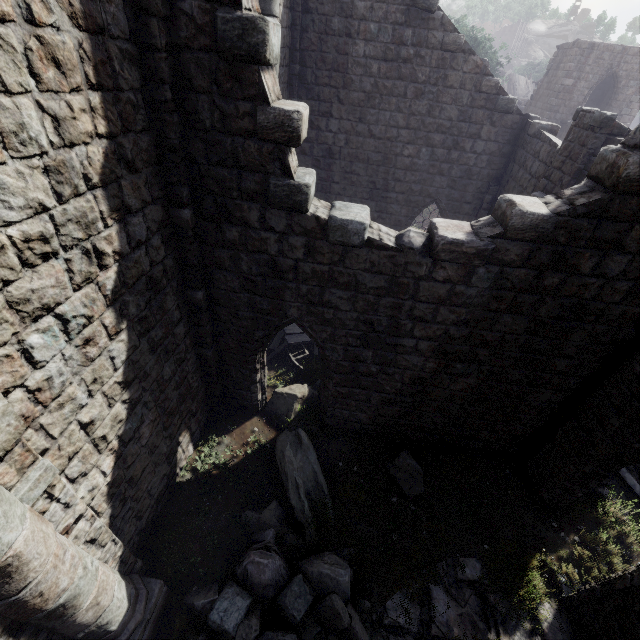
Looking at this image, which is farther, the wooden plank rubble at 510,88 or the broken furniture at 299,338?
the wooden plank rubble at 510,88

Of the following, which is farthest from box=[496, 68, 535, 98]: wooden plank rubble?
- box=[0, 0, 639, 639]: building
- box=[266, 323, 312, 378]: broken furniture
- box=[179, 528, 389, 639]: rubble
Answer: box=[179, 528, 389, 639]: rubble

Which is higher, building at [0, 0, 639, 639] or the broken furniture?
building at [0, 0, 639, 639]

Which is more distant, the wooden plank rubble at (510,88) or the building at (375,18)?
the wooden plank rubble at (510,88)

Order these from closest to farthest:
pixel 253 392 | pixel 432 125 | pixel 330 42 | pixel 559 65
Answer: pixel 253 392, pixel 330 42, pixel 432 125, pixel 559 65

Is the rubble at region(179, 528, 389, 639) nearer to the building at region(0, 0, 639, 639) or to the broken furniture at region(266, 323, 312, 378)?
the building at region(0, 0, 639, 639)

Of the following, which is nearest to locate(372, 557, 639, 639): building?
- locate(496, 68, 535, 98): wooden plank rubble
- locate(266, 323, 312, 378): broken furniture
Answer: locate(496, 68, 535, 98): wooden plank rubble

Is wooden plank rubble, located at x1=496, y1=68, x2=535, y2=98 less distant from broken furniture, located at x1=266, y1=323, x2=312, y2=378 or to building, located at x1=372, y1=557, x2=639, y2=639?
building, located at x1=372, y1=557, x2=639, y2=639
